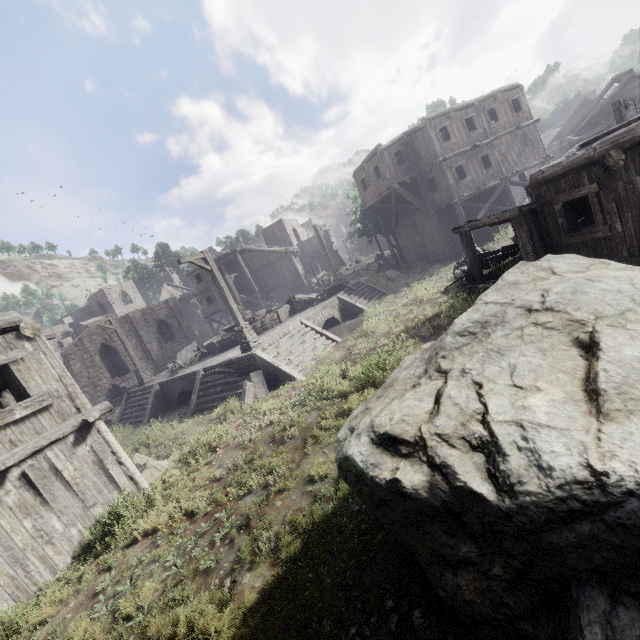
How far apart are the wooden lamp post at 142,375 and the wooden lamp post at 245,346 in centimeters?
908cm

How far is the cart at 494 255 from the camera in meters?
13.8 m

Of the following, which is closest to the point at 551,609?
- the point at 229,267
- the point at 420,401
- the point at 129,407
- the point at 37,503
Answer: the point at 420,401

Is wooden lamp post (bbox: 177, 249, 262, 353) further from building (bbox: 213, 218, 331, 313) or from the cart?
the cart

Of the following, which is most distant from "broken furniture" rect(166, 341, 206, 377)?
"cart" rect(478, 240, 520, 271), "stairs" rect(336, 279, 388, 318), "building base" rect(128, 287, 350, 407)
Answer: "cart" rect(478, 240, 520, 271)

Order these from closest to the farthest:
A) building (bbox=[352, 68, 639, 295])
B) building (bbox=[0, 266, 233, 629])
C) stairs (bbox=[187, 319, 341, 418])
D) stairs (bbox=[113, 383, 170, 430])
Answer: building (bbox=[0, 266, 233, 629]) < building (bbox=[352, 68, 639, 295]) < stairs (bbox=[187, 319, 341, 418]) < stairs (bbox=[113, 383, 170, 430])

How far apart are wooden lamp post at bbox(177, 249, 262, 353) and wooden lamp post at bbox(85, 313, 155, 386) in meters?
9.1 m

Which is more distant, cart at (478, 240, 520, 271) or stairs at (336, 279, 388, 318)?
stairs at (336, 279, 388, 318)
